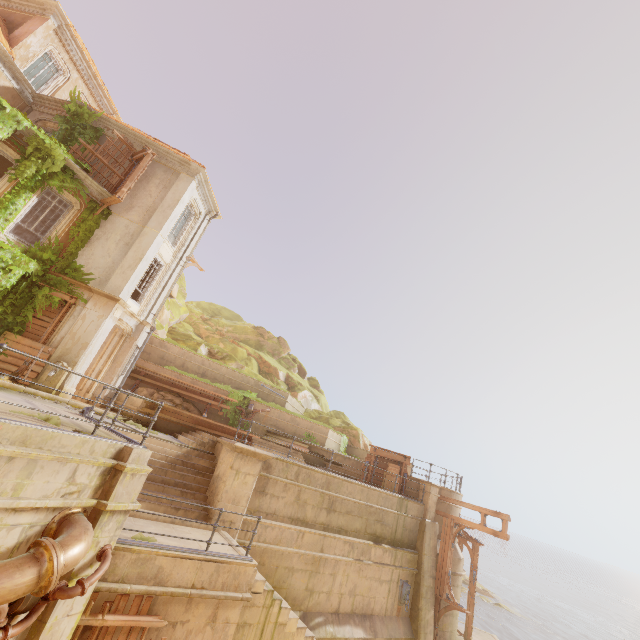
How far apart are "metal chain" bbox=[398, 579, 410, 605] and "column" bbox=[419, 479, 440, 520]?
2.7m

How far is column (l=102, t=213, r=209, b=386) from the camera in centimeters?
1568cm

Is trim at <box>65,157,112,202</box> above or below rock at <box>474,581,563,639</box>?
above

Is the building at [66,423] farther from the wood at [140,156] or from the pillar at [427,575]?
the wood at [140,156]

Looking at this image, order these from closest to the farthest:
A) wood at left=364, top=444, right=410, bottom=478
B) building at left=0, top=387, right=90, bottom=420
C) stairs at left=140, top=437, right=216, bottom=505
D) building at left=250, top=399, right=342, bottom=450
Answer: building at left=0, top=387, right=90, bottom=420 < stairs at left=140, top=437, right=216, bottom=505 < wood at left=364, top=444, right=410, bottom=478 < building at left=250, top=399, right=342, bottom=450

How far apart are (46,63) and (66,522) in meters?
23.1

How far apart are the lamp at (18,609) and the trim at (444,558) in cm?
1645

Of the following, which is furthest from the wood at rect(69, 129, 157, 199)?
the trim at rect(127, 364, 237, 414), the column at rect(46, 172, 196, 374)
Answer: the trim at rect(127, 364, 237, 414)
